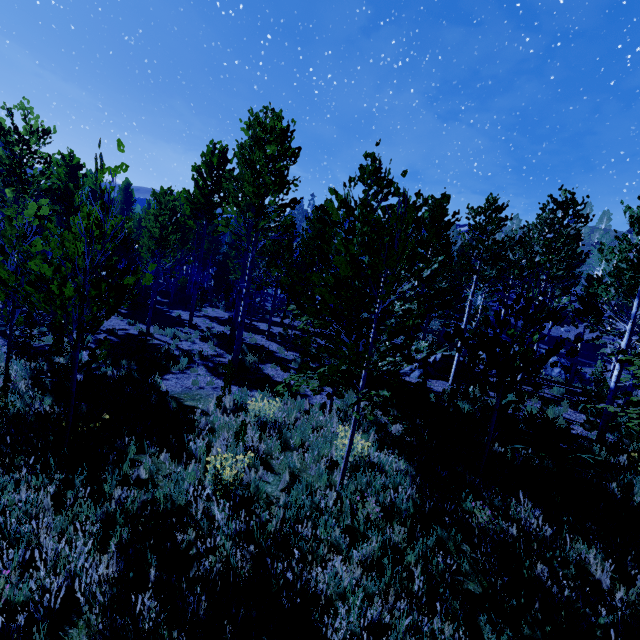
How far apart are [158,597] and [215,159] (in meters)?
17.65

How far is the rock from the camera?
16.41m

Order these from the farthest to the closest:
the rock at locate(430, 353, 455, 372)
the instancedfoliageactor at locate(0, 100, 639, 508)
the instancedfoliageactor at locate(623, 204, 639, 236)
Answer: the rock at locate(430, 353, 455, 372) → the instancedfoliageactor at locate(623, 204, 639, 236) → the instancedfoliageactor at locate(0, 100, 639, 508)

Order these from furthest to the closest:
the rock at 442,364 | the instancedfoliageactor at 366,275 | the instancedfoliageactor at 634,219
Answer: the rock at 442,364 < the instancedfoliageactor at 634,219 < the instancedfoliageactor at 366,275

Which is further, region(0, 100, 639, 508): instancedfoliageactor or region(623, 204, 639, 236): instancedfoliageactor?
region(623, 204, 639, 236): instancedfoliageactor

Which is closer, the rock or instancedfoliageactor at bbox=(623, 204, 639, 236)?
instancedfoliageactor at bbox=(623, 204, 639, 236)

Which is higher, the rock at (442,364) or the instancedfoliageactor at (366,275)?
the instancedfoliageactor at (366,275)
